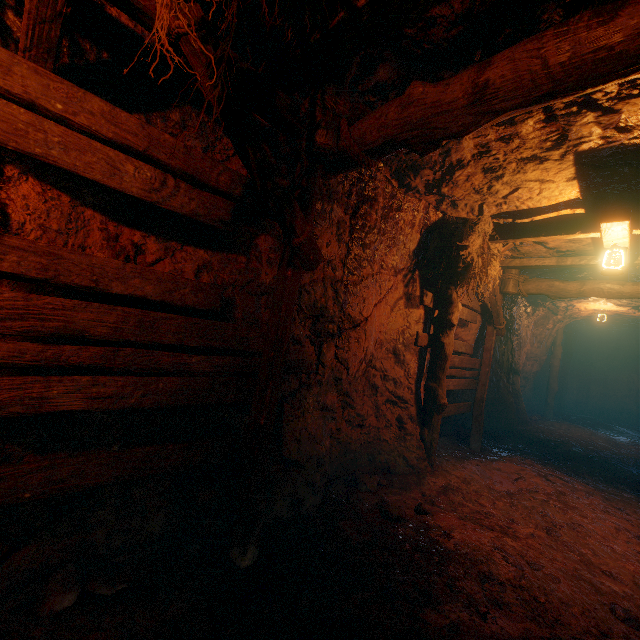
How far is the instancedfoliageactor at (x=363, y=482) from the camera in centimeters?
452cm

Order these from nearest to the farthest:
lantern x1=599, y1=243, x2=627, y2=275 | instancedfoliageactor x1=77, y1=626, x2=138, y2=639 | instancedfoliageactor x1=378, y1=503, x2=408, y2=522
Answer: instancedfoliageactor x1=77, y1=626, x2=138, y2=639 < instancedfoliageactor x1=378, y1=503, x2=408, y2=522 < lantern x1=599, y1=243, x2=627, y2=275

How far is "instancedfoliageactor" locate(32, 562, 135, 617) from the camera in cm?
210

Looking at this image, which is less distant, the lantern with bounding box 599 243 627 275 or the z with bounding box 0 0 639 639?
the z with bounding box 0 0 639 639

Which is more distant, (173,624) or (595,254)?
(595,254)

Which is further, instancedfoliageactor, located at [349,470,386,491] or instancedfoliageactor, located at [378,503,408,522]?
instancedfoliageactor, located at [349,470,386,491]

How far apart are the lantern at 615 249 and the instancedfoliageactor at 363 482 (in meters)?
4.31

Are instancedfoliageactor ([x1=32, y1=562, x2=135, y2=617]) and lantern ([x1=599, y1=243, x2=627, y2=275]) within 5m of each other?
no
